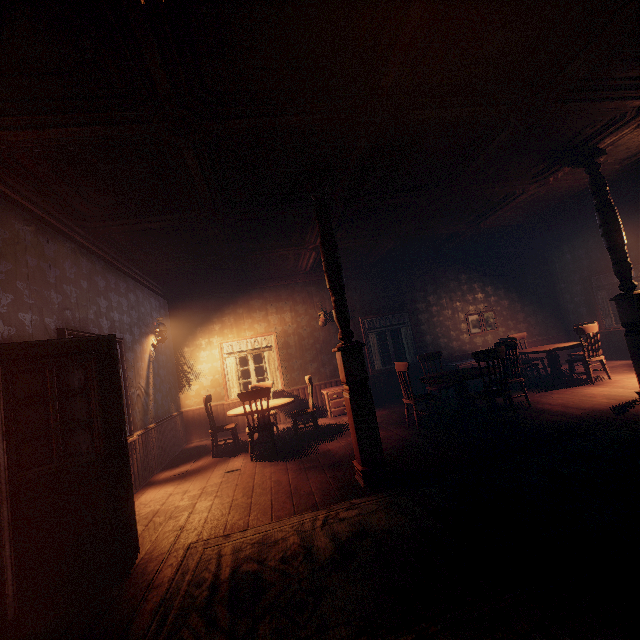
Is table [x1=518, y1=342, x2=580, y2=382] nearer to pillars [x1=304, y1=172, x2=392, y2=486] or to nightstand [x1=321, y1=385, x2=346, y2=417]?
nightstand [x1=321, y1=385, x2=346, y2=417]

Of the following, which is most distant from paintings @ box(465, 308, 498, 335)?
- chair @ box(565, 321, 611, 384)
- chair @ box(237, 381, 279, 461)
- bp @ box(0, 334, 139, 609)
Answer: bp @ box(0, 334, 139, 609)

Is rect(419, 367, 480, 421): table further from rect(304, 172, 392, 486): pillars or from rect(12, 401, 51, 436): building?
rect(304, 172, 392, 486): pillars

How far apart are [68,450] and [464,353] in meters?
9.4

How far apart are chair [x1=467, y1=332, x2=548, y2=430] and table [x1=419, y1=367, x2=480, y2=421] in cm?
51

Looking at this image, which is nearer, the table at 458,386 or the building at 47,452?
the building at 47,452

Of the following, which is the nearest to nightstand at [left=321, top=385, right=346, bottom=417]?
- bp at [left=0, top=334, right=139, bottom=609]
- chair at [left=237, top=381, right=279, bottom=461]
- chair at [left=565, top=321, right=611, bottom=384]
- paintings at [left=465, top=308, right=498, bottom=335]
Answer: chair at [left=237, top=381, right=279, bottom=461]

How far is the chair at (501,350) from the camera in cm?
491
